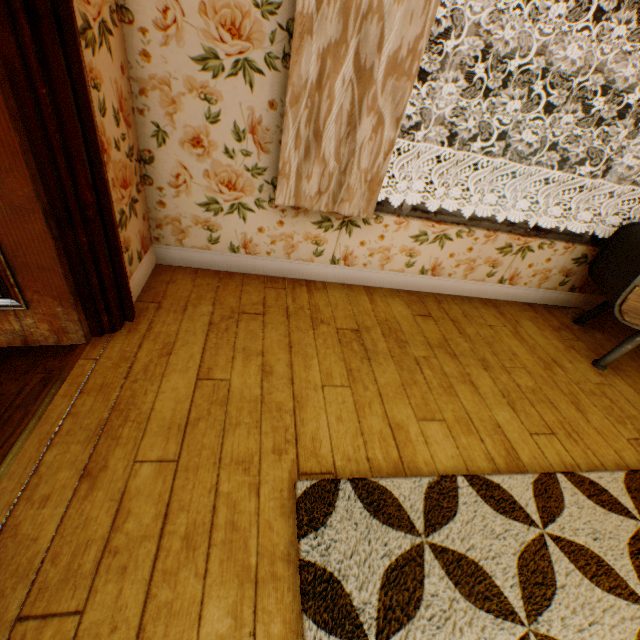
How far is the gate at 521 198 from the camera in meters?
17.5 m

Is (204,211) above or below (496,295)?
above

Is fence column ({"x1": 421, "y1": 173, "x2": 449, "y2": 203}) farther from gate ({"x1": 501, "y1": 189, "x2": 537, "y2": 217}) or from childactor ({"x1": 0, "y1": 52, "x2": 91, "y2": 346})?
childactor ({"x1": 0, "y1": 52, "x2": 91, "y2": 346})

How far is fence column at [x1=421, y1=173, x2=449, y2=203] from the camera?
16.36m

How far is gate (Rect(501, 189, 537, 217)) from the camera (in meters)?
17.48

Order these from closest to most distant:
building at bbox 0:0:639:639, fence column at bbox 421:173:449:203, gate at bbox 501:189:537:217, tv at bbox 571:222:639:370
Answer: building at bbox 0:0:639:639, tv at bbox 571:222:639:370, fence column at bbox 421:173:449:203, gate at bbox 501:189:537:217

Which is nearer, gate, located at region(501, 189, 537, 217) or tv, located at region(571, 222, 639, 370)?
tv, located at region(571, 222, 639, 370)

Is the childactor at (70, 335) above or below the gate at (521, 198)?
above
